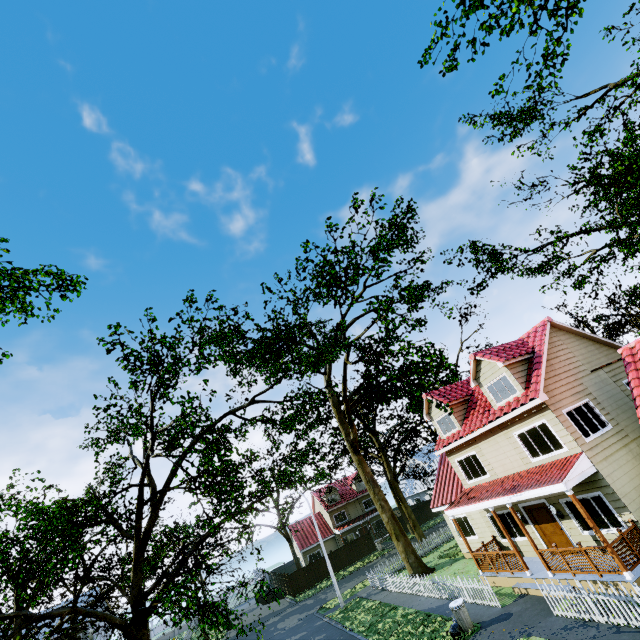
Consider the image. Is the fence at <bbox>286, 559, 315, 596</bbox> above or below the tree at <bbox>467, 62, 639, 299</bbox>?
below

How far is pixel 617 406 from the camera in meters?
14.7

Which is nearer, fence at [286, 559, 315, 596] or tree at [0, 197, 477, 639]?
tree at [0, 197, 477, 639]

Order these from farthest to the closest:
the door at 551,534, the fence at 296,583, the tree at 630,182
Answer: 1. the fence at 296,583
2. the tree at 630,182
3. the door at 551,534

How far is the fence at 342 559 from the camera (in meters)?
38.97

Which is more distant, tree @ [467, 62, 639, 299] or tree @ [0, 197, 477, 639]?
tree @ [467, 62, 639, 299]
